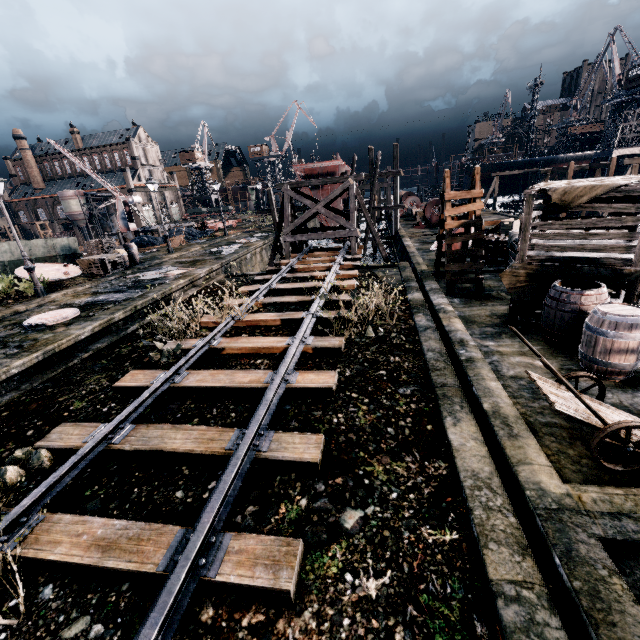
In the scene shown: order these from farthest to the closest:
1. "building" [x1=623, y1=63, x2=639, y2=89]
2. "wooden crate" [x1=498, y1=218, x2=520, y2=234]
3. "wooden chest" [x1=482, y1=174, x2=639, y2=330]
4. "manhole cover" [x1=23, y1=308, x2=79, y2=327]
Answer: "building" [x1=623, y1=63, x2=639, y2=89]
"wooden crate" [x1=498, y1=218, x2=520, y2=234]
"manhole cover" [x1=23, y1=308, x2=79, y2=327]
"wooden chest" [x1=482, y1=174, x2=639, y2=330]

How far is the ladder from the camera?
11.2m

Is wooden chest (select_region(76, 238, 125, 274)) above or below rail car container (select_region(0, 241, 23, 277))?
below

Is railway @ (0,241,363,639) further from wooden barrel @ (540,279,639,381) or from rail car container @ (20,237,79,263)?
rail car container @ (20,237,79,263)

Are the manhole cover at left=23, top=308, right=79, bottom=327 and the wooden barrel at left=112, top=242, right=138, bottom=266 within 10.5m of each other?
no

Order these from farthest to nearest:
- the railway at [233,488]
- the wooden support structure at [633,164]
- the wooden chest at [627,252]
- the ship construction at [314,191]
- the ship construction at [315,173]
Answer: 1. the ship construction at [314,191]
2. the ship construction at [315,173]
3. the wooden support structure at [633,164]
4. the wooden chest at [627,252]
5. the railway at [233,488]

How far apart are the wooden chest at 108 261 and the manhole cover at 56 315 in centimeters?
823cm

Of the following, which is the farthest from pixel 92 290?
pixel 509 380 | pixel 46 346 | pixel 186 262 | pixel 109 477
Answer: pixel 509 380
